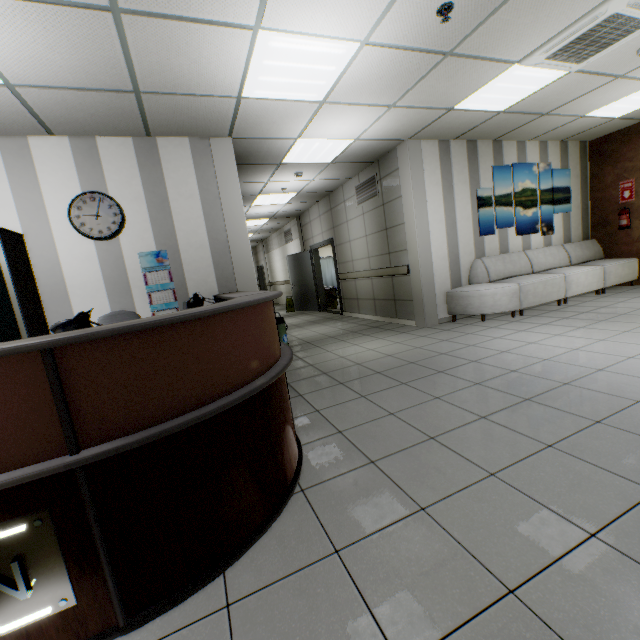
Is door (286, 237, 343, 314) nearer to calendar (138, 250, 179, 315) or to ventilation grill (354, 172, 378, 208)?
ventilation grill (354, 172, 378, 208)

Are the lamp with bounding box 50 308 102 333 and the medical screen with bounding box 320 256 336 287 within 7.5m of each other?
no

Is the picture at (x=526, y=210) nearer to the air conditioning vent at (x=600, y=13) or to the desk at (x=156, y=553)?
the air conditioning vent at (x=600, y=13)

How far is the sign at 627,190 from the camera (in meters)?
6.71

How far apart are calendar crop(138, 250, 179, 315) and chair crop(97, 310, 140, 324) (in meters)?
0.55

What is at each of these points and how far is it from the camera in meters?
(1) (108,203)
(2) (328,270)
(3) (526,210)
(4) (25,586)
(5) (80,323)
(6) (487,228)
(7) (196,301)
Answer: (1) clock, 3.9 m
(2) medical screen, 13.4 m
(3) picture, 6.7 m
(4) sign, 1.1 m
(5) lamp, 1.6 m
(6) picture, 6.3 m
(7) lamp, 3.0 m

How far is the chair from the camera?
3.4m

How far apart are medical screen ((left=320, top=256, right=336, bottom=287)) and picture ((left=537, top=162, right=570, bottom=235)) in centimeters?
759cm
